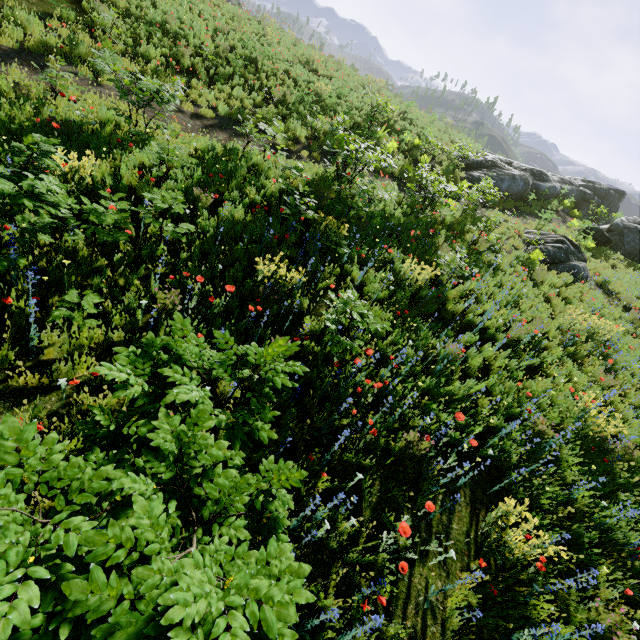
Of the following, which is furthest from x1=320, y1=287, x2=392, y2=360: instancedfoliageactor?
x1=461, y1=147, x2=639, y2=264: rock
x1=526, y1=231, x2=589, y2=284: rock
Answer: x1=461, y1=147, x2=639, y2=264: rock

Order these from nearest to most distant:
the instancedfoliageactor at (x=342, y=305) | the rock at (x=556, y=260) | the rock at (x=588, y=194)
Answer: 1. the instancedfoliageactor at (x=342, y=305)
2. the rock at (x=556, y=260)
3. the rock at (x=588, y=194)

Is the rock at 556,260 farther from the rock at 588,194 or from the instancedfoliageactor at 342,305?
the instancedfoliageactor at 342,305

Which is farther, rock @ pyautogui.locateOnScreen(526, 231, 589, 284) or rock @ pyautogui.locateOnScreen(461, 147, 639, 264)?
rock @ pyautogui.locateOnScreen(461, 147, 639, 264)

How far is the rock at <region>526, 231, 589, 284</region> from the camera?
11.9m

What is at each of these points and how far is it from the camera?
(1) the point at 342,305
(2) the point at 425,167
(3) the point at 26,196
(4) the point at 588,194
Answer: (1) instancedfoliageactor, 4.4 meters
(2) instancedfoliageactor, 15.7 meters
(3) instancedfoliageactor, 3.3 meters
(4) rock, 22.6 meters

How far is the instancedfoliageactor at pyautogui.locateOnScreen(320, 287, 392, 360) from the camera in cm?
446
